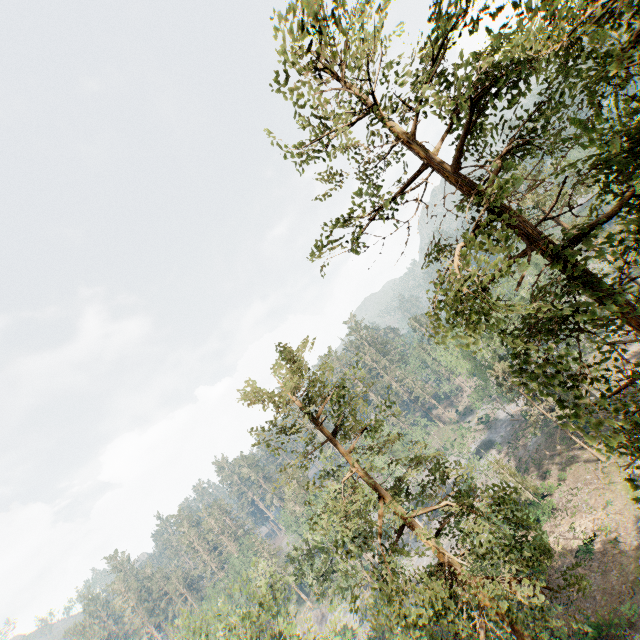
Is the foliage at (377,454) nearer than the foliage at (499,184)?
No

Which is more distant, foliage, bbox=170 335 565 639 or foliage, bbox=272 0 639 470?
foliage, bbox=170 335 565 639

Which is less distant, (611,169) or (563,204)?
(611,169)
